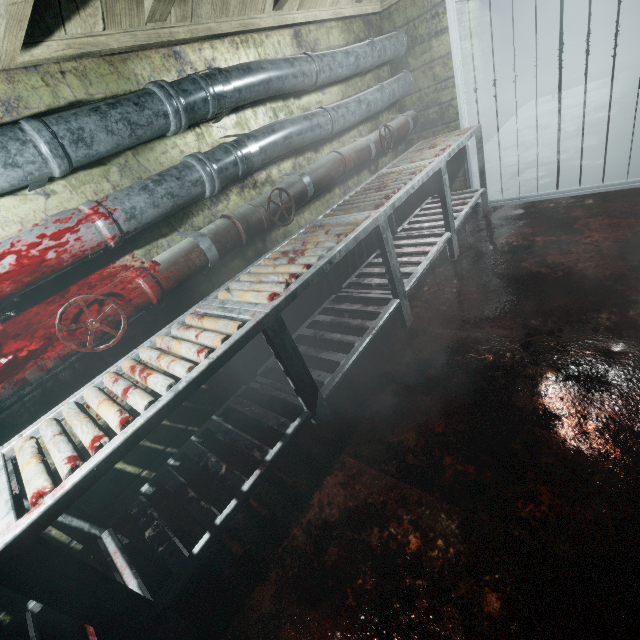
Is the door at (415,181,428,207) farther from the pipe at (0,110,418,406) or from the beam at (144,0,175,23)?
the beam at (144,0,175,23)

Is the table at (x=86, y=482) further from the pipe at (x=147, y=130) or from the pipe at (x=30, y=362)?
the pipe at (x=147, y=130)

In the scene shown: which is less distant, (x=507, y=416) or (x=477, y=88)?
(x=507, y=416)

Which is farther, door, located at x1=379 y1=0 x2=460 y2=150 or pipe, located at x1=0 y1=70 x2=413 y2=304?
door, located at x1=379 y1=0 x2=460 y2=150

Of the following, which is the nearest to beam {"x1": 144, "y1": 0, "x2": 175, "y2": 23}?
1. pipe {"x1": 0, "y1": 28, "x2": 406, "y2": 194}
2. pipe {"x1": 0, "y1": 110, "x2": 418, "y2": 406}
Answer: pipe {"x1": 0, "y1": 28, "x2": 406, "y2": 194}

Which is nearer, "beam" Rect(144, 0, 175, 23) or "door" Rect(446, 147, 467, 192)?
"beam" Rect(144, 0, 175, 23)

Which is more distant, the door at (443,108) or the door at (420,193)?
the door at (420,193)

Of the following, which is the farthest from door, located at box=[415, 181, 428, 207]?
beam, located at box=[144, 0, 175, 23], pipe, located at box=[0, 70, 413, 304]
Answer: beam, located at box=[144, 0, 175, 23]
